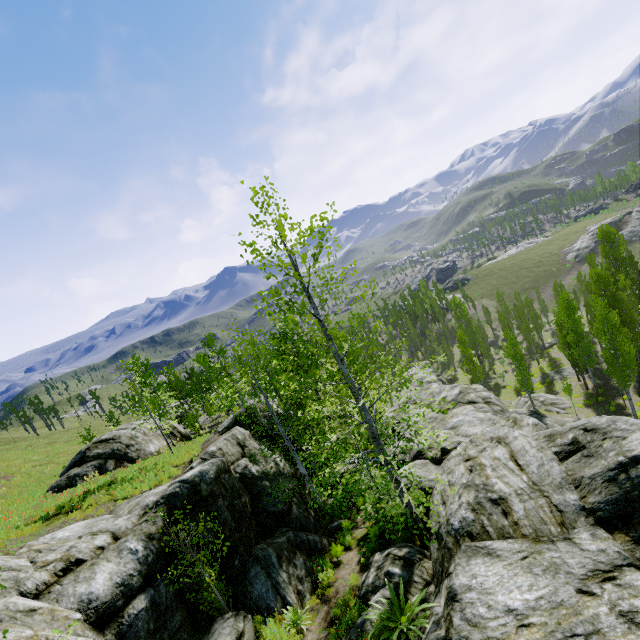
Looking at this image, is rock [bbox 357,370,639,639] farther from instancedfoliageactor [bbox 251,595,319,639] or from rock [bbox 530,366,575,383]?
rock [bbox 530,366,575,383]

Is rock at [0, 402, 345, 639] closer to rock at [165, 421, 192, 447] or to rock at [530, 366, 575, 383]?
rock at [165, 421, 192, 447]

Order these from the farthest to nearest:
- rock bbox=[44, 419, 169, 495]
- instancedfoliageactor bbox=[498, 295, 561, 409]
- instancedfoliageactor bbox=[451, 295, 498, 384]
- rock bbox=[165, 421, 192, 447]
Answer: instancedfoliageactor bbox=[451, 295, 498, 384] < instancedfoliageactor bbox=[498, 295, 561, 409] < rock bbox=[165, 421, 192, 447] < rock bbox=[44, 419, 169, 495]

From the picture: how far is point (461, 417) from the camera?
16.4 meters

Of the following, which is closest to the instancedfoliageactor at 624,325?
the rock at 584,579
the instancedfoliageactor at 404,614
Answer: the rock at 584,579

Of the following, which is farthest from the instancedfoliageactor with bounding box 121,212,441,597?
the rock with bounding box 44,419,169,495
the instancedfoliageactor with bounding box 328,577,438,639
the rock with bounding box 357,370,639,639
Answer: the rock with bounding box 44,419,169,495

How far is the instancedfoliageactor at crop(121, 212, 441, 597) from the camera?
8.4m
